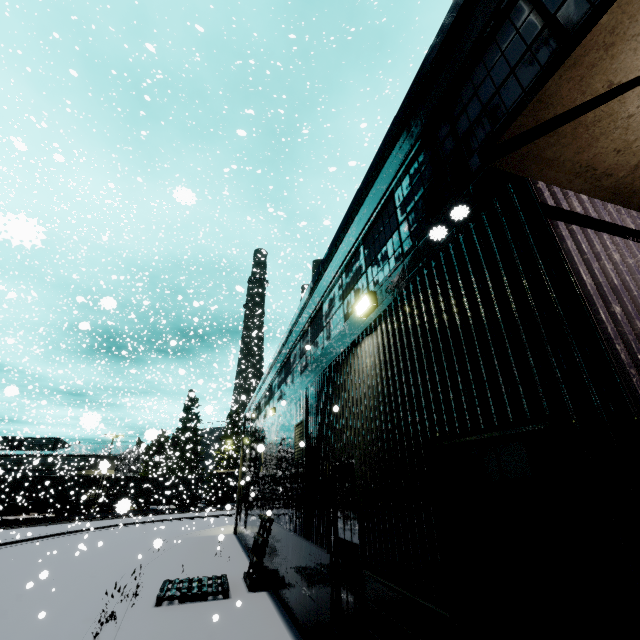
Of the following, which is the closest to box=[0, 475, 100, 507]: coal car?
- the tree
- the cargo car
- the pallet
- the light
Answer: the cargo car

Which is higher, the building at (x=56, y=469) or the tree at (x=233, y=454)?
the tree at (x=233, y=454)

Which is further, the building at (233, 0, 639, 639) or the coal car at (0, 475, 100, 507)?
the coal car at (0, 475, 100, 507)

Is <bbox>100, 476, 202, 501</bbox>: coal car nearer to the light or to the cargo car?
the cargo car

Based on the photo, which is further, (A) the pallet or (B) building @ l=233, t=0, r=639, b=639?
(A) the pallet

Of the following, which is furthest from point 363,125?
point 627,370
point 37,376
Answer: point 37,376

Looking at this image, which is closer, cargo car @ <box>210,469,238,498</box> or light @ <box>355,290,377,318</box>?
light @ <box>355,290,377,318</box>

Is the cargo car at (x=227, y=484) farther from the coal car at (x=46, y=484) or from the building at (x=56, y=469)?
the building at (x=56, y=469)
